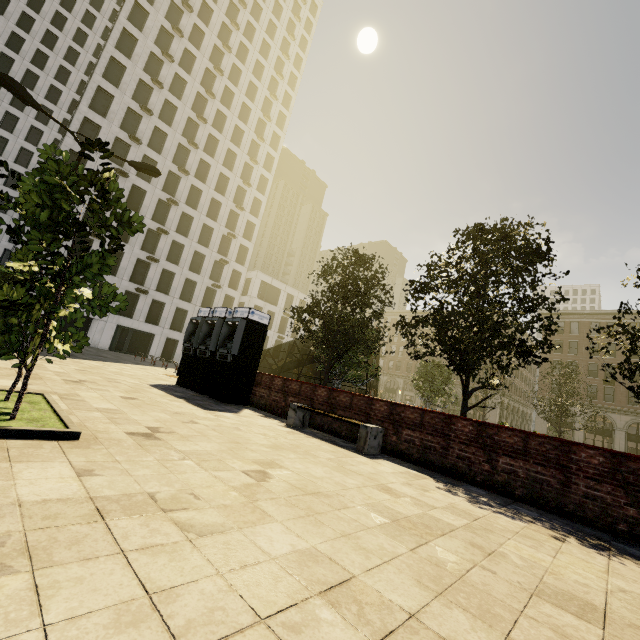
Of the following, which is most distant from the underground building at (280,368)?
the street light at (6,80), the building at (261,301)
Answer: the street light at (6,80)

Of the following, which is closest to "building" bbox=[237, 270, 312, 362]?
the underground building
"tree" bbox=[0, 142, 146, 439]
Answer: the underground building

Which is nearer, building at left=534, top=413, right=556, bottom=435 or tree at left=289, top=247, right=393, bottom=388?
tree at left=289, top=247, right=393, bottom=388

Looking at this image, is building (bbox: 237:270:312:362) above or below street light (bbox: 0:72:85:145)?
above

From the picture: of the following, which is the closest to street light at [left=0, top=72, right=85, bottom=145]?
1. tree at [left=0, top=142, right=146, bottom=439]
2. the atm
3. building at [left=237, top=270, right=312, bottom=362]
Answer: tree at [left=0, top=142, right=146, bottom=439]

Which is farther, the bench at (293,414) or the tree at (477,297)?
the tree at (477,297)

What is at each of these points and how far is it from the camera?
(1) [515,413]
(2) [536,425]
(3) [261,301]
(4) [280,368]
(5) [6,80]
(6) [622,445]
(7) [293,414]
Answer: (1) building, 58.9 meters
(2) building, 46.3 meters
(3) building, 49.8 meters
(4) underground building, 29.3 meters
(5) street light, 9.5 meters
(6) building, 40.0 meters
(7) bench, 8.7 meters

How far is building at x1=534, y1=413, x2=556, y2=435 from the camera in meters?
45.4 m
